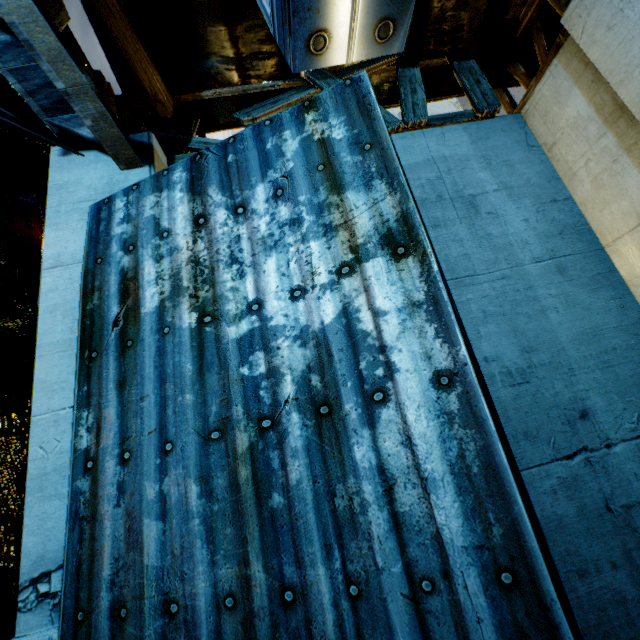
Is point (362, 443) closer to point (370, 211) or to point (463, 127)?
point (370, 211)
